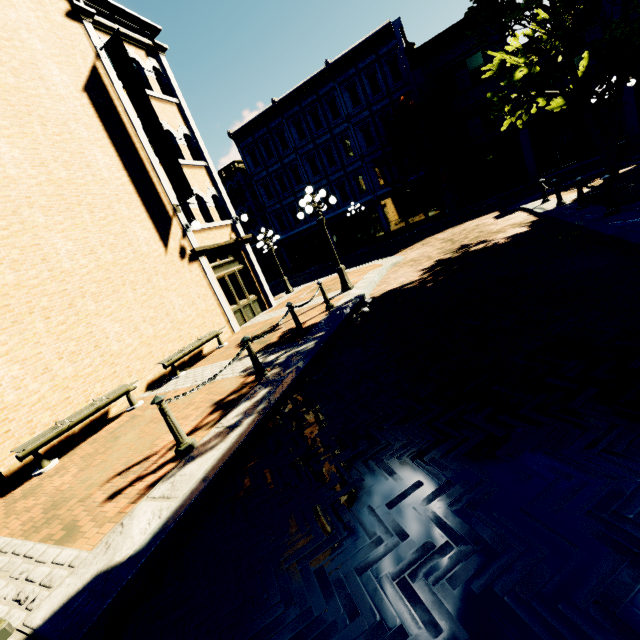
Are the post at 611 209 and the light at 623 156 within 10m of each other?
yes

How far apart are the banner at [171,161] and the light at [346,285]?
3.5 meters

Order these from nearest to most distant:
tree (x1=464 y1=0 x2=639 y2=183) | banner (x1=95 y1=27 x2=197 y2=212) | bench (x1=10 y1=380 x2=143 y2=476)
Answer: bench (x1=10 y1=380 x2=143 y2=476), tree (x1=464 y1=0 x2=639 y2=183), banner (x1=95 y1=27 x2=197 y2=212)

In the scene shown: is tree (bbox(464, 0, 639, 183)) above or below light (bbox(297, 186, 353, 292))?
above

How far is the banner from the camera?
10.00m

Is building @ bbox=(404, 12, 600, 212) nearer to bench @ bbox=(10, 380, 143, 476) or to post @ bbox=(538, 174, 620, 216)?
post @ bbox=(538, 174, 620, 216)

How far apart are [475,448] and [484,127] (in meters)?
25.98

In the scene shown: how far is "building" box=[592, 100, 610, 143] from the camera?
19.3m
